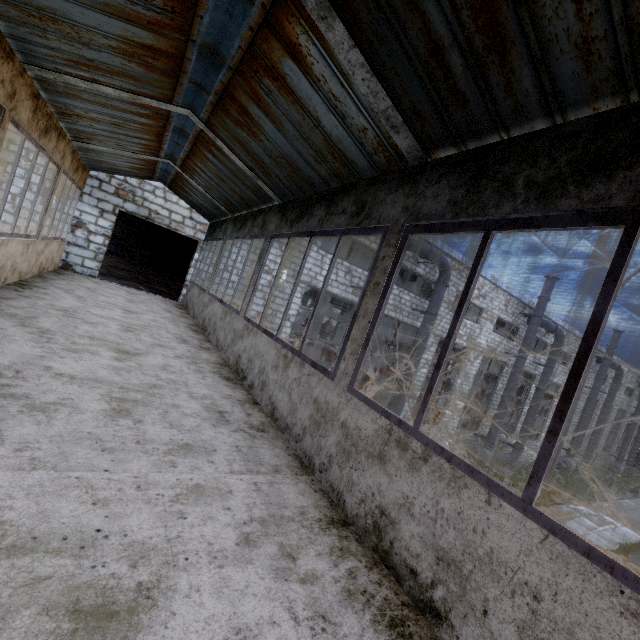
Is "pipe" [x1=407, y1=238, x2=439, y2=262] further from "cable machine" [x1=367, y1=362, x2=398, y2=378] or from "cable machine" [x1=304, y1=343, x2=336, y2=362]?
"cable machine" [x1=367, y1=362, x2=398, y2=378]

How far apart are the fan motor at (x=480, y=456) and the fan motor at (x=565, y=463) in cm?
1126

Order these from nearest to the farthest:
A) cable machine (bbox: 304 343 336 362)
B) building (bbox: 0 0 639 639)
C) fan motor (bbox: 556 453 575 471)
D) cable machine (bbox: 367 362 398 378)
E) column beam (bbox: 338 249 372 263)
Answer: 1. building (bbox: 0 0 639 639)
2. column beam (bbox: 338 249 372 263)
3. fan motor (bbox: 556 453 575 471)
4. cable machine (bbox: 304 343 336 362)
5. cable machine (bbox: 367 362 398 378)

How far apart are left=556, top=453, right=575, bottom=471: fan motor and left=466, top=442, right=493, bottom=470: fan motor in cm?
1126

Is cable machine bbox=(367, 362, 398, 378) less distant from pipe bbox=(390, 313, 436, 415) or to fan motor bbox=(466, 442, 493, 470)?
fan motor bbox=(466, 442, 493, 470)

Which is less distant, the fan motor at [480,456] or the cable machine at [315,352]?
the fan motor at [480,456]

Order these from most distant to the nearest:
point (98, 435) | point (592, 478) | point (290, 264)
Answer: point (592, 478)
point (290, 264)
point (98, 435)

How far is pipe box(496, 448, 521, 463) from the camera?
21.52m
